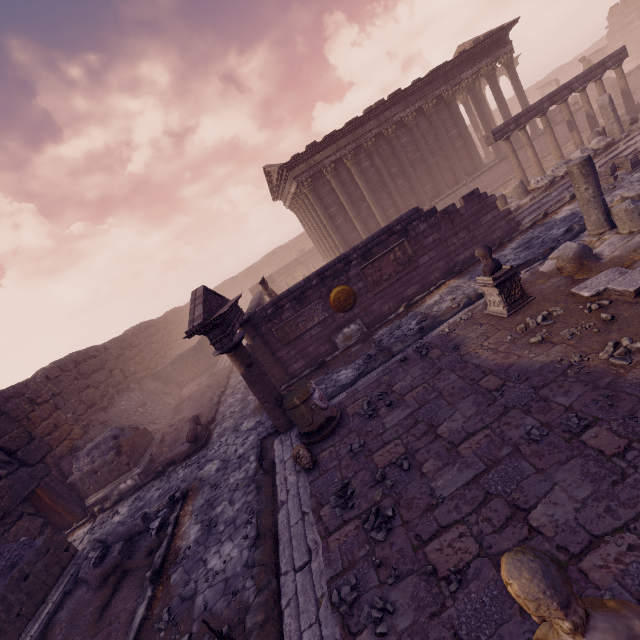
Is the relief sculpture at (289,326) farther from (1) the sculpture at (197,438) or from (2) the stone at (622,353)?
(2) the stone at (622,353)

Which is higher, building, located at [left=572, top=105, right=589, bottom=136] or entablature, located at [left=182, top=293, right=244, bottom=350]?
entablature, located at [left=182, top=293, right=244, bottom=350]

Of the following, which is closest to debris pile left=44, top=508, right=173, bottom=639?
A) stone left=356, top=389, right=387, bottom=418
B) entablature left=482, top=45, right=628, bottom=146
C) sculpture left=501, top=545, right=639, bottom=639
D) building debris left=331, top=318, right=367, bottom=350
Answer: stone left=356, top=389, right=387, bottom=418

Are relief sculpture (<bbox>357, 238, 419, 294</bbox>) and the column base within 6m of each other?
yes

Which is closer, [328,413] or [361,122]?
[328,413]

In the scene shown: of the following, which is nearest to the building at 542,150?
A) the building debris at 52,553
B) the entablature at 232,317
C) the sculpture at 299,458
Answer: the entablature at 232,317

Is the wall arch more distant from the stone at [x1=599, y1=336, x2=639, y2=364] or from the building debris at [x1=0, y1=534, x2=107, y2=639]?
the stone at [x1=599, y1=336, x2=639, y2=364]

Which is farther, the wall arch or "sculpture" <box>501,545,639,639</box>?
A: the wall arch
